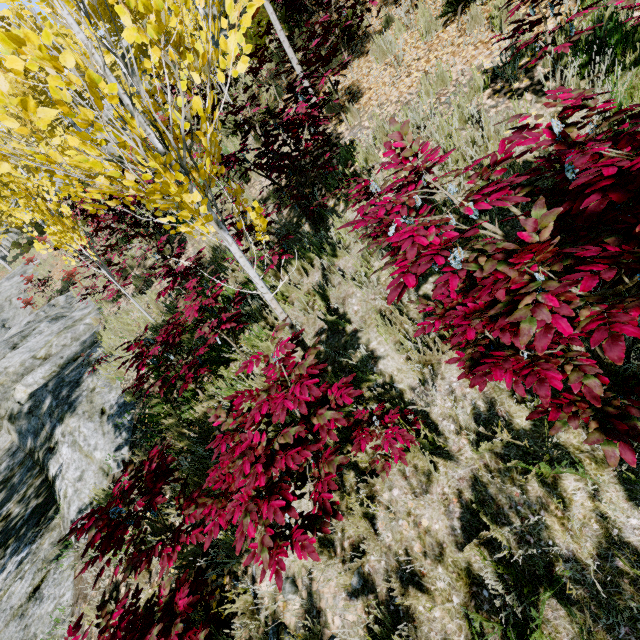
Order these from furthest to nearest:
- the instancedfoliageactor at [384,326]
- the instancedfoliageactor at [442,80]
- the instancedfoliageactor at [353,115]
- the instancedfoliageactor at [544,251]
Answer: the instancedfoliageactor at [353,115] < the instancedfoliageactor at [442,80] < the instancedfoliageactor at [384,326] < the instancedfoliageactor at [544,251]

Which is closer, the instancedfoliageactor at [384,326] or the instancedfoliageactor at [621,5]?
the instancedfoliageactor at [621,5]

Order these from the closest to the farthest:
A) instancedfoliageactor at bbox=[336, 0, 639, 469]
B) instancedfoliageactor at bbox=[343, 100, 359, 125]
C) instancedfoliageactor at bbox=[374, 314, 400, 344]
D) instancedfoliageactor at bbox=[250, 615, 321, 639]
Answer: instancedfoliageactor at bbox=[336, 0, 639, 469] < instancedfoliageactor at bbox=[250, 615, 321, 639] < instancedfoliageactor at bbox=[374, 314, 400, 344] < instancedfoliageactor at bbox=[343, 100, 359, 125]

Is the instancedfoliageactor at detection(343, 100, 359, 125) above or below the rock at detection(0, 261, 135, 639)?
above

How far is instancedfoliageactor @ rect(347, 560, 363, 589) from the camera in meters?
2.3

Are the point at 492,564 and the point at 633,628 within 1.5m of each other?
yes
